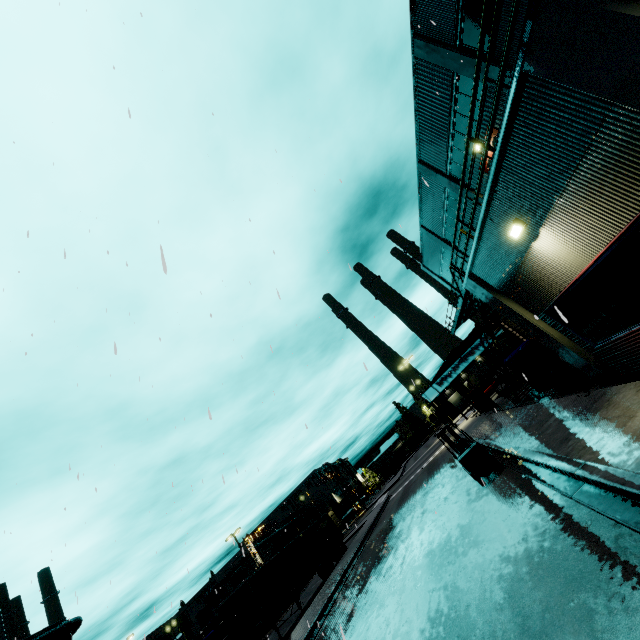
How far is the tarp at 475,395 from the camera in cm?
2309

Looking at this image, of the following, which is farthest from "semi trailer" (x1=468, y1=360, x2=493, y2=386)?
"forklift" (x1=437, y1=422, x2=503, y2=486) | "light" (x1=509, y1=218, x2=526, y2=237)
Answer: "light" (x1=509, y1=218, x2=526, y2=237)

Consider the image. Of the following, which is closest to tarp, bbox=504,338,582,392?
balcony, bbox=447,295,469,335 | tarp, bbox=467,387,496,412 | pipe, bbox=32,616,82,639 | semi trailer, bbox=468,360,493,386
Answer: balcony, bbox=447,295,469,335

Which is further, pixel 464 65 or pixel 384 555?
pixel 384 555

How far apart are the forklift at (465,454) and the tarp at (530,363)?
3.28m

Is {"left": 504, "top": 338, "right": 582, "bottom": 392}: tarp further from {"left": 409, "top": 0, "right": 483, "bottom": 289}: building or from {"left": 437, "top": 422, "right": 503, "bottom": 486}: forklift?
{"left": 437, "top": 422, "right": 503, "bottom": 486}: forklift

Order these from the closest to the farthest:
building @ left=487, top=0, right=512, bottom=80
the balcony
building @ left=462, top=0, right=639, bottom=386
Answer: building @ left=462, top=0, right=639, bottom=386 → building @ left=487, top=0, right=512, bottom=80 → the balcony

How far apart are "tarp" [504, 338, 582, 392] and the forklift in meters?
3.3
